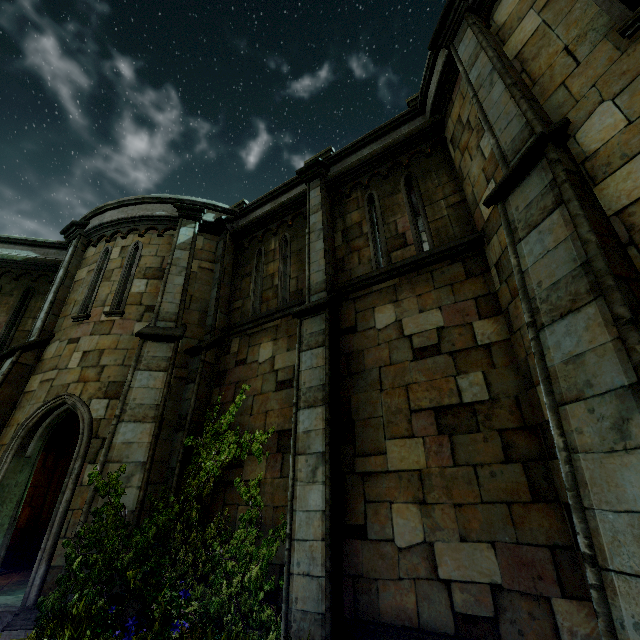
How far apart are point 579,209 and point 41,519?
16.2m
